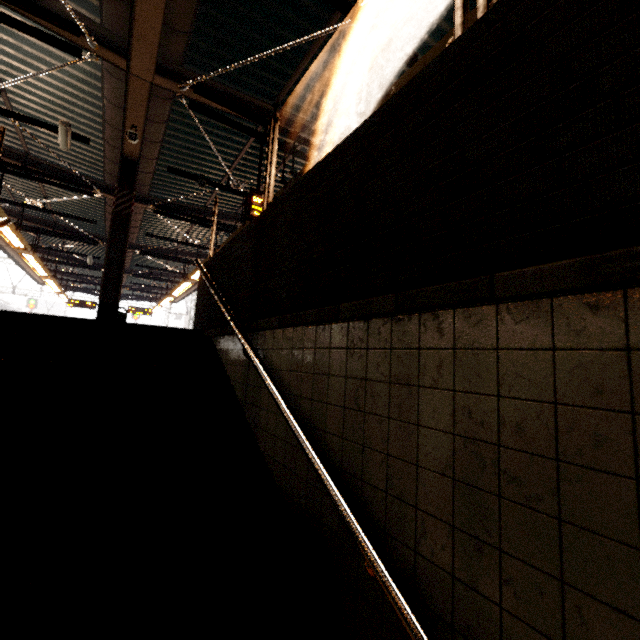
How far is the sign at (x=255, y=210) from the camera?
5.64m

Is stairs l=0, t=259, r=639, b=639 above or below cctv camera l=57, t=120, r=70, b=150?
below

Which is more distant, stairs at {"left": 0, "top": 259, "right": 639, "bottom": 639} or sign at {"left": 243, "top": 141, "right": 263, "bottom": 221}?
sign at {"left": 243, "top": 141, "right": 263, "bottom": 221}

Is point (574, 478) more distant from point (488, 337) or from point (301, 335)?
point (301, 335)

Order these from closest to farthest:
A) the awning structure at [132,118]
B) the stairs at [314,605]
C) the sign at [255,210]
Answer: the stairs at [314,605], the awning structure at [132,118], the sign at [255,210]

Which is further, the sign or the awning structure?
the sign

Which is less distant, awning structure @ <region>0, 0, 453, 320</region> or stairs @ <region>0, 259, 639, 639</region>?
stairs @ <region>0, 259, 639, 639</region>

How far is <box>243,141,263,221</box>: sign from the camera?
5.64m
